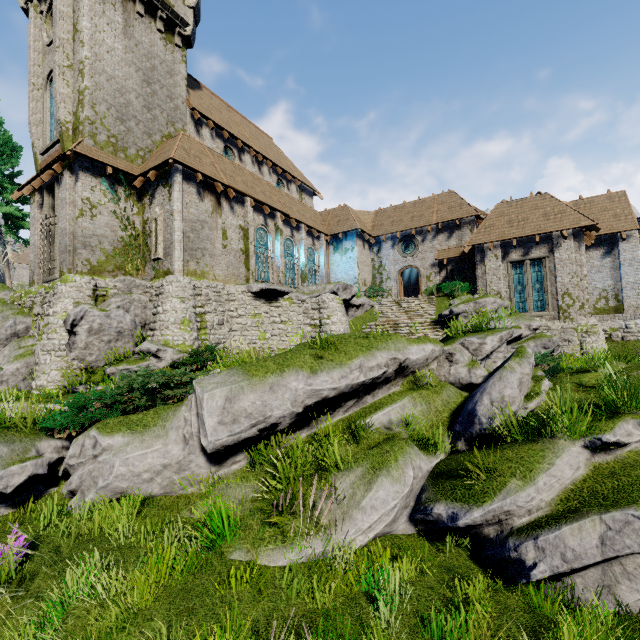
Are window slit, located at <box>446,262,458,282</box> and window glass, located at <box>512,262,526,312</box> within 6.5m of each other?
yes

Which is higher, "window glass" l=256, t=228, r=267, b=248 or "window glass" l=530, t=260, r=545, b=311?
"window glass" l=256, t=228, r=267, b=248

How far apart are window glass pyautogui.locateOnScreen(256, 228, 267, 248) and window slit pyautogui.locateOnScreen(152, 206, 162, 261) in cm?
577

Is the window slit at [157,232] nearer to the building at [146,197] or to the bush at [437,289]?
the building at [146,197]

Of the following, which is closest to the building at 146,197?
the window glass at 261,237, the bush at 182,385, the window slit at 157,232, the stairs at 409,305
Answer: the window slit at 157,232

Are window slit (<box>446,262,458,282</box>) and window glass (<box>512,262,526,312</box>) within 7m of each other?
yes

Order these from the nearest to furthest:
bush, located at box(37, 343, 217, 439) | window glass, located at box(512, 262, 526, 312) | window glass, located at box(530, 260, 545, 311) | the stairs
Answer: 1. bush, located at box(37, 343, 217, 439)
2. the stairs
3. window glass, located at box(530, 260, 545, 311)
4. window glass, located at box(512, 262, 526, 312)

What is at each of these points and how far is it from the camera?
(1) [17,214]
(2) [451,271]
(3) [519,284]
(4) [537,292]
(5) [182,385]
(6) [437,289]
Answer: (1) tree, 20.6 meters
(2) window slit, 26.0 meters
(3) window glass, 21.1 meters
(4) window glass, 20.6 meters
(5) bush, 9.8 meters
(6) bush, 25.2 meters
